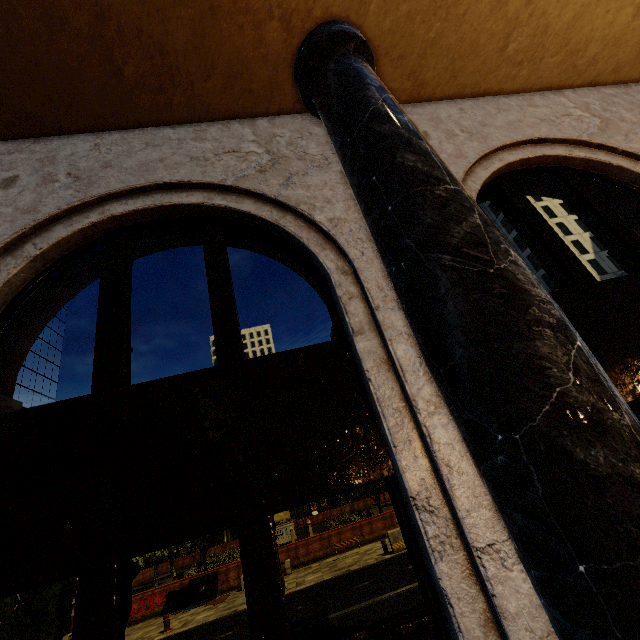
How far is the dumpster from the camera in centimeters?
1673cm

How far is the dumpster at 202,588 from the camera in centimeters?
1673cm

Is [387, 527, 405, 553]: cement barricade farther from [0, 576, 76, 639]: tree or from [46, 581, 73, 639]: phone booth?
[46, 581, 73, 639]: phone booth

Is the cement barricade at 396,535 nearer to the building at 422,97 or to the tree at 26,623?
the tree at 26,623

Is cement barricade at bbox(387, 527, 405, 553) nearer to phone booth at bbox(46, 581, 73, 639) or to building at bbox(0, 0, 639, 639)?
building at bbox(0, 0, 639, 639)

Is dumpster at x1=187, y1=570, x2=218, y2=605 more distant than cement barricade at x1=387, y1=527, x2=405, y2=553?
Yes

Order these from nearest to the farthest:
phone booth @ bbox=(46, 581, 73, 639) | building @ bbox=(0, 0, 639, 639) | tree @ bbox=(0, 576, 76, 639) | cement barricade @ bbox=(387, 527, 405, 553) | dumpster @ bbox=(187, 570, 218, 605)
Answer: building @ bbox=(0, 0, 639, 639) < tree @ bbox=(0, 576, 76, 639) < cement barricade @ bbox=(387, 527, 405, 553) < phone booth @ bbox=(46, 581, 73, 639) < dumpster @ bbox=(187, 570, 218, 605)

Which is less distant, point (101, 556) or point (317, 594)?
point (101, 556)
